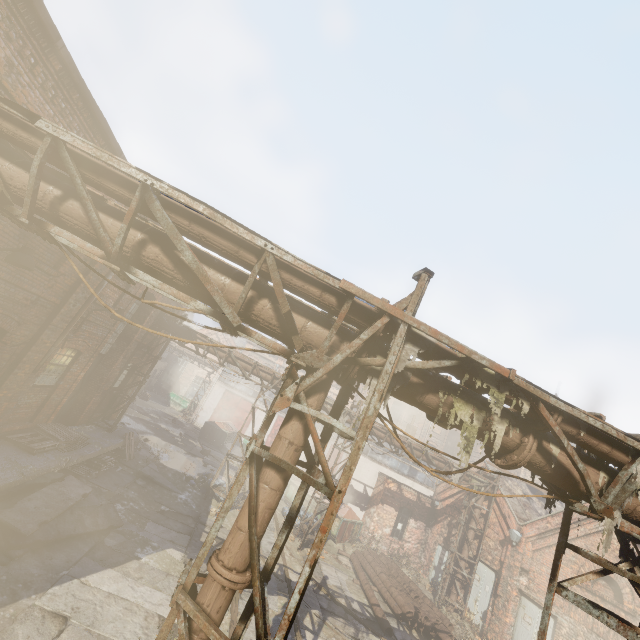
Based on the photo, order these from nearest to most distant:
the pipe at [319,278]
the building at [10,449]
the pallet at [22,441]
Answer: the pipe at [319,278] → the building at [10,449] → the pallet at [22,441]

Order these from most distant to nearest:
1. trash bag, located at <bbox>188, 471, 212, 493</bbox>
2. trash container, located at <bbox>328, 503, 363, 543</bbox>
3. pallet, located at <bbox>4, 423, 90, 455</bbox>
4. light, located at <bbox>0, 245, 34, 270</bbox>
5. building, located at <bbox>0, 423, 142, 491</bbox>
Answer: trash container, located at <bbox>328, 503, 363, 543</bbox>, trash bag, located at <bbox>188, 471, 212, 493</bbox>, pallet, located at <bbox>4, 423, 90, 455</bbox>, building, located at <bbox>0, 423, 142, 491</bbox>, light, located at <bbox>0, 245, 34, 270</bbox>

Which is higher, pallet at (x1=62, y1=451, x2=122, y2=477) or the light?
the light

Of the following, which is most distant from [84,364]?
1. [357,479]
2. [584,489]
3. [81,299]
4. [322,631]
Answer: [357,479]

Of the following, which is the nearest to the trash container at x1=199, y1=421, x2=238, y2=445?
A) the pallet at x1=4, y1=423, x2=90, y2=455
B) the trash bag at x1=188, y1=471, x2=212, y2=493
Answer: the trash bag at x1=188, y1=471, x2=212, y2=493

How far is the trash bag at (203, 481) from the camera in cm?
1472

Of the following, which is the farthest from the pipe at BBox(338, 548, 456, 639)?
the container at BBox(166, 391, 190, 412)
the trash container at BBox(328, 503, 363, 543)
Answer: the container at BBox(166, 391, 190, 412)

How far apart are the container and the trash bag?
20.12m
